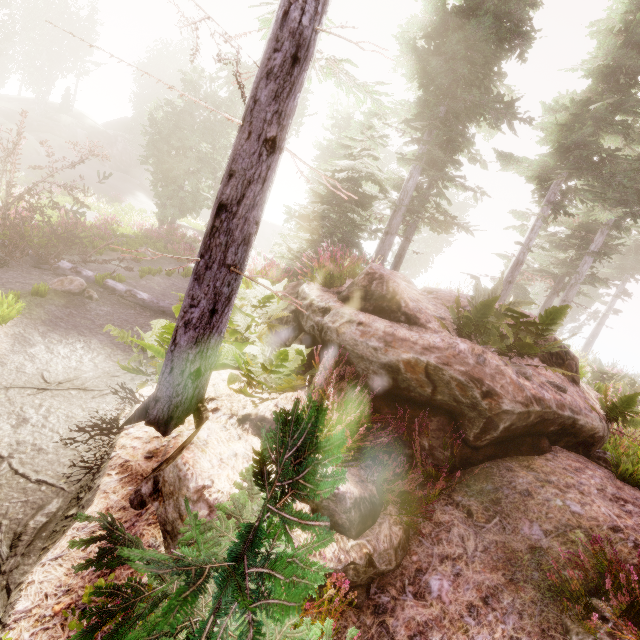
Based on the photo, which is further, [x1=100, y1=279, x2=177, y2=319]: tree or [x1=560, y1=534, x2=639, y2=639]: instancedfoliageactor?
[x1=100, y1=279, x2=177, y2=319]: tree

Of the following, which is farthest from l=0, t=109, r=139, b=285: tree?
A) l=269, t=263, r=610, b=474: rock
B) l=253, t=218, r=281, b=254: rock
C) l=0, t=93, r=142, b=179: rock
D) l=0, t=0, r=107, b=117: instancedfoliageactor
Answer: l=253, t=218, r=281, b=254: rock

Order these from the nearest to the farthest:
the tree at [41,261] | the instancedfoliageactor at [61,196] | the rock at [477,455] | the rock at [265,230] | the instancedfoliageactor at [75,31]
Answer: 1. the rock at [477,455]
2. the tree at [41,261]
3. the instancedfoliageactor at [61,196]
4. the instancedfoliageactor at [75,31]
5. the rock at [265,230]

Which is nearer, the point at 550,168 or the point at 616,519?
the point at 616,519

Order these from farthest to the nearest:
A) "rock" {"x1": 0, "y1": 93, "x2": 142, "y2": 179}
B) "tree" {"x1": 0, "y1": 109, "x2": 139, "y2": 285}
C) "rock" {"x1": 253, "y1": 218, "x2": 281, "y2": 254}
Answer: "rock" {"x1": 253, "y1": 218, "x2": 281, "y2": 254} → "rock" {"x1": 0, "y1": 93, "x2": 142, "y2": 179} → "tree" {"x1": 0, "y1": 109, "x2": 139, "y2": 285}

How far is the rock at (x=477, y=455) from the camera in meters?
4.2 m

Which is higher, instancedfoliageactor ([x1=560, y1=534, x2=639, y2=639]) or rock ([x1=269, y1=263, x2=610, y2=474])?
rock ([x1=269, y1=263, x2=610, y2=474])

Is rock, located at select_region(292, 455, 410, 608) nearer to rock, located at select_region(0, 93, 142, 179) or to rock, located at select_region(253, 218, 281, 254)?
rock, located at select_region(0, 93, 142, 179)
